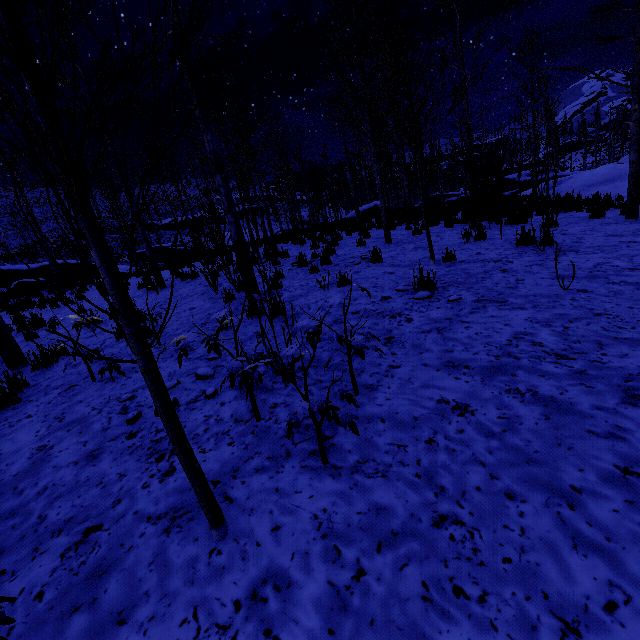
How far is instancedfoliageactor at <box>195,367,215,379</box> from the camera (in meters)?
3.65

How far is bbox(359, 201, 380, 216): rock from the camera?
21.9 meters

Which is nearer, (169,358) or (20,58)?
(20,58)

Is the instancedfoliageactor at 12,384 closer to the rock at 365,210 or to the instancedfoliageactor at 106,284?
the rock at 365,210

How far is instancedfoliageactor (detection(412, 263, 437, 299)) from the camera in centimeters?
459cm

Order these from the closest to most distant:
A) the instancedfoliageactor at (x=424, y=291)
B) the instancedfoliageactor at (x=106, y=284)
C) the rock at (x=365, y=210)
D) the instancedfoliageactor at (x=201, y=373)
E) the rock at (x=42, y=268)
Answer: the instancedfoliageactor at (x=106, y=284)
the instancedfoliageactor at (x=201, y=373)
the instancedfoliageactor at (x=424, y=291)
the rock at (x=365, y=210)
the rock at (x=42, y=268)

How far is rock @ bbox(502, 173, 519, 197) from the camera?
25.8m

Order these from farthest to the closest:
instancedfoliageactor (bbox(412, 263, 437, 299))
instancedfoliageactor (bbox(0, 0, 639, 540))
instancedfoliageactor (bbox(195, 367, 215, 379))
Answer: instancedfoliageactor (bbox(412, 263, 437, 299)), instancedfoliageactor (bbox(195, 367, 215, 379)), instancedfoliageactor (bbox(0, 0, 639, 540))
